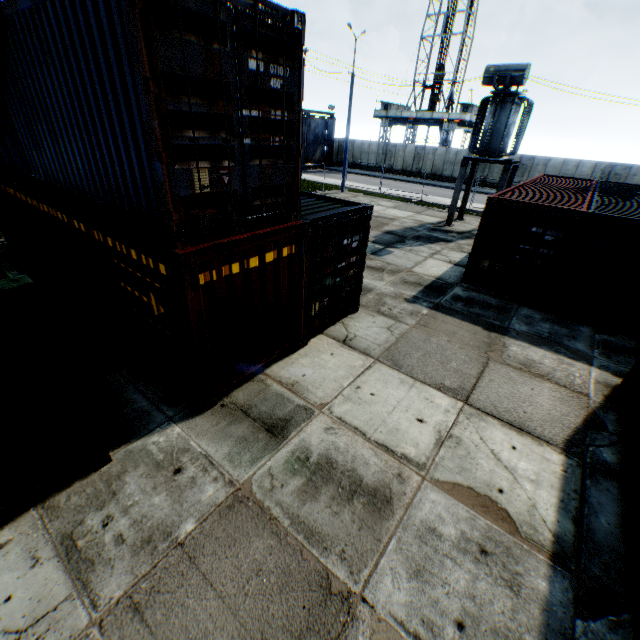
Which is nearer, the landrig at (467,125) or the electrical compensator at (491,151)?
the electrical compensator at (491,151)

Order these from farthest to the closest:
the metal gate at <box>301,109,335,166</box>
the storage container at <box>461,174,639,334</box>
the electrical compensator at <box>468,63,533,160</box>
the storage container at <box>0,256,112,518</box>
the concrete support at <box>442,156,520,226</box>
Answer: the metal gate at <box>301,109,335,166</box>, the concrete support at <box>442,156,520,226</box>, the electrical compensator at <box>468,63,533,160</box>, the storage container at <box>461,174,639,334</box>, the storage container at <box>0,256,112,518</box>

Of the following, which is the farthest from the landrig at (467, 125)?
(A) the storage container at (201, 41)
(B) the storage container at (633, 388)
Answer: (B) the storage container at (633, 388)

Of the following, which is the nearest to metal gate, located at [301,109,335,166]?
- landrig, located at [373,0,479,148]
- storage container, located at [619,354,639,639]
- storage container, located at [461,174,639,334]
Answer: landrig, located at [373,0,479,148]

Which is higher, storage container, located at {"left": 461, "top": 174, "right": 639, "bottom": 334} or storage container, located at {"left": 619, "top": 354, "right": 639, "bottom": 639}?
storage container, located at {"left": 461, "top": 174, "right": 639, "bottom": 334}

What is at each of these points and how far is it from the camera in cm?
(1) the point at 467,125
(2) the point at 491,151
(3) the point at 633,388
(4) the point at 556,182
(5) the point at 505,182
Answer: (1) landrig, 4581
(2) electrical compensator, 1616
(3) storage container, 656
(4) storage container, 1599
(5) concrete support, 1653

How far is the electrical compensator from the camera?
14.14m

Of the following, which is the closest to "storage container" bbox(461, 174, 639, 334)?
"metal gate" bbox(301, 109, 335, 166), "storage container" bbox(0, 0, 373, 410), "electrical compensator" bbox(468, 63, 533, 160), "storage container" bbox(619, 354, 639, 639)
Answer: "electrical compensator" bbox(468, 63, 533, 160)
